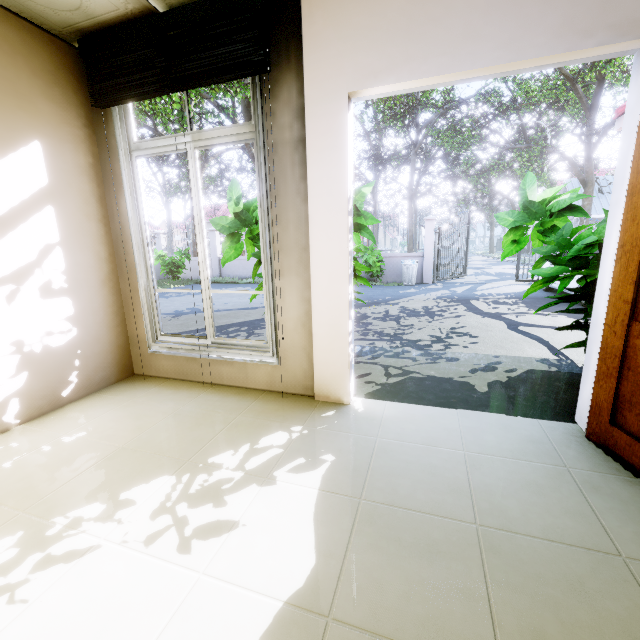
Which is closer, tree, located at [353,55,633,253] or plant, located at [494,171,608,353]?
plant, located at [494,171,608,353]

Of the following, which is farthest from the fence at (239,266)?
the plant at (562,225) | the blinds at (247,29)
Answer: the blinds at (247,29)

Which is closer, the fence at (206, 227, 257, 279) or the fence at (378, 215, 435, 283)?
the fence at (378, 215, 435, 283)

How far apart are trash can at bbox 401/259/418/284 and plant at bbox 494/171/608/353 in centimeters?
901cm

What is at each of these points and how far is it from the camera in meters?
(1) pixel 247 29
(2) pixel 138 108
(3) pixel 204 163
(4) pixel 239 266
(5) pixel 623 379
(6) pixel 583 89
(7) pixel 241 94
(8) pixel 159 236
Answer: (1) blinds, 2.0 m
(2) tree, 9.8 m
(3) tree, 18.0 m
(4) fence, 15.4 m
(5) door, 1.7 m
(6) tree, 17.6 m
(7) tree, 10.5 m
(8) fence, 16.4 m

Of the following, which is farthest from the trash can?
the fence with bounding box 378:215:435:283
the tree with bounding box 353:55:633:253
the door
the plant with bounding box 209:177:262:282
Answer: the door

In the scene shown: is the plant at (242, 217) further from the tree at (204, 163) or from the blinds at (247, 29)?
the tree at (204, 163)

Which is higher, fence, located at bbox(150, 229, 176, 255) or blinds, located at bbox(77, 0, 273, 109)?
blinds, located at bbox(77, 0, 273, 109)
